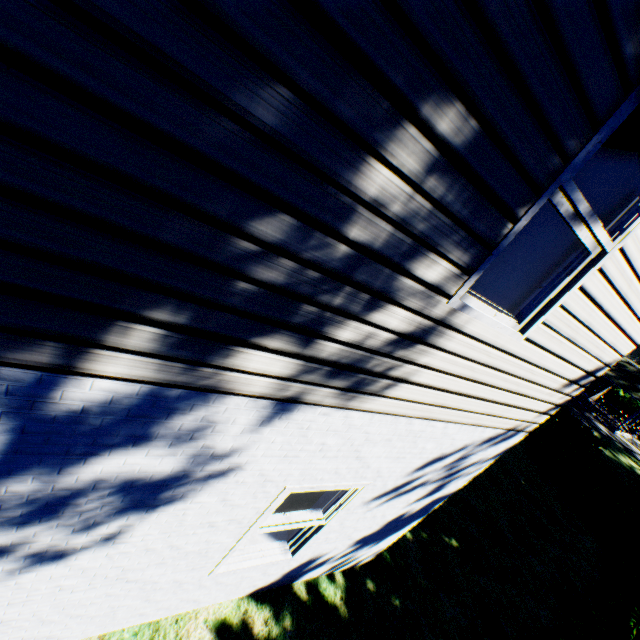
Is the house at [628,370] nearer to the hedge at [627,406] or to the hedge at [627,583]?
the hedge at [627,406]

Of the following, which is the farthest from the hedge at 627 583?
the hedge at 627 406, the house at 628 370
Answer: the hedge at 627 406

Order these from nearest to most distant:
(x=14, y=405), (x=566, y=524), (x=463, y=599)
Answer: (x=14, y=405) → (x=463, y=599) → (x=566, y=524)

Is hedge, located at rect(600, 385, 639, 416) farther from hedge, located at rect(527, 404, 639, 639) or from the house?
hedge, located at rect(527, 404, 639, 639)

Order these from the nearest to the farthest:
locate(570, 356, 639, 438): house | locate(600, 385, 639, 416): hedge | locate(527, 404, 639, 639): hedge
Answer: locate(527, 404, 639, 639): hedge
locate(570, 356, 639, 438): house
locate(600, 385, 639, 416): hedge

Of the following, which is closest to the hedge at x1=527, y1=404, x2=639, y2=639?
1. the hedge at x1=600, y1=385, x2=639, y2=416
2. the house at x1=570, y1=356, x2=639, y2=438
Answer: the house at x1=570, y1=356, x2=639, y2=438

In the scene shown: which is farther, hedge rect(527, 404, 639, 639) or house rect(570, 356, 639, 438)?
house rect(570, 356, 639, 438)
